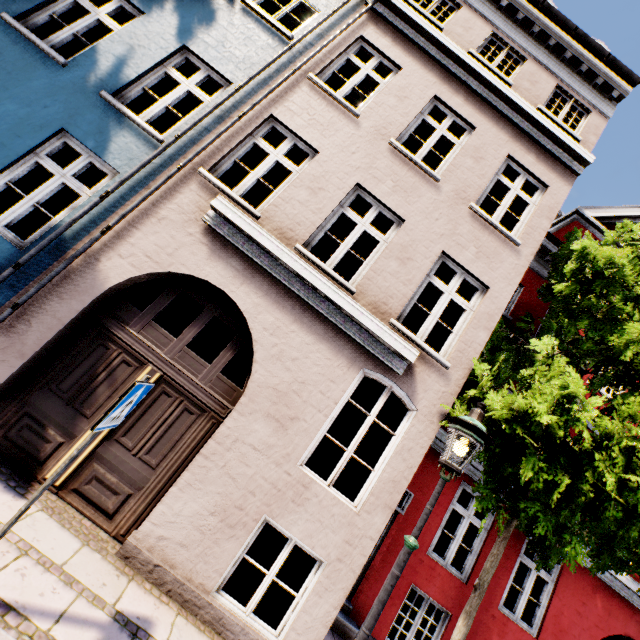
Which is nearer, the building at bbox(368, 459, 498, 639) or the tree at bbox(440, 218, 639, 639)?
the tree at bbox(440, 218, 639, 639)

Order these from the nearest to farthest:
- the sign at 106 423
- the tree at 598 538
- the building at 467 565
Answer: the sign at 106 423 < the tree at 598 538 < the building at 467 565

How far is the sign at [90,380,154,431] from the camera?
2.6 meters

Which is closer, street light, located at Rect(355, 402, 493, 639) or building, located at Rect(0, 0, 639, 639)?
street light, located at Rect(355, 402, 493, 639)

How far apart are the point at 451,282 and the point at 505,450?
2.9m

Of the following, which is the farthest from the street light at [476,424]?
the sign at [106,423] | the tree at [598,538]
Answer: the sign at [106,423]

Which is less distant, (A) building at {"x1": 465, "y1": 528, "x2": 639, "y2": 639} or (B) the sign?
(B) the sign
